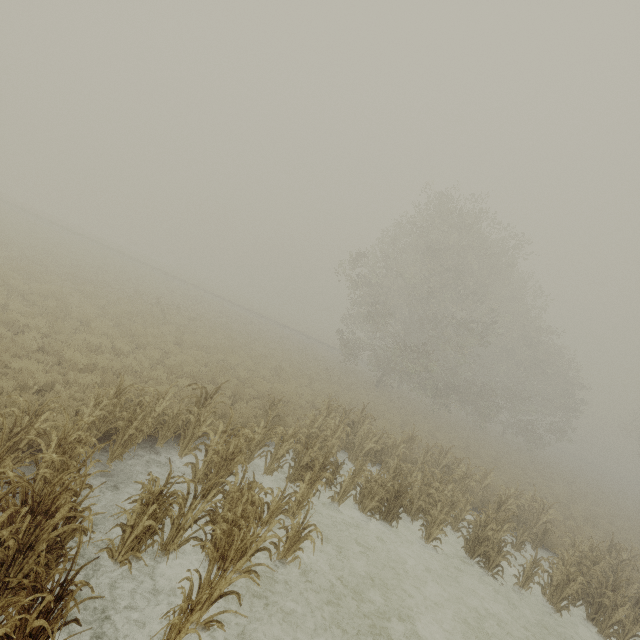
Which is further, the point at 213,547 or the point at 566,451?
the point at 566,451
